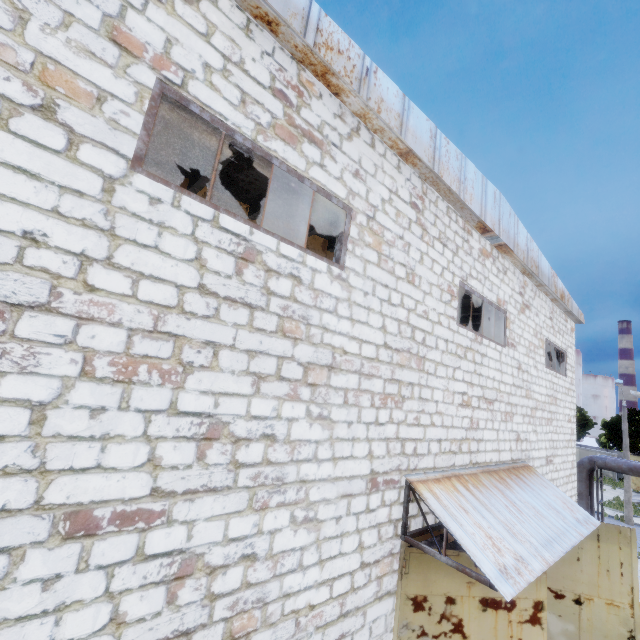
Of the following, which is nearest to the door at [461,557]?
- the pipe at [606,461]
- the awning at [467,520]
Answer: the awning at [467,520]

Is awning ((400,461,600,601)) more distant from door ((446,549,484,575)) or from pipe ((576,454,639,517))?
pipe ((576,454,639,517))

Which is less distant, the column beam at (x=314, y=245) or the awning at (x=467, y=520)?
the awning at (x=467, y=520)

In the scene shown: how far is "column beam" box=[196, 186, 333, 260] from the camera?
8.37m

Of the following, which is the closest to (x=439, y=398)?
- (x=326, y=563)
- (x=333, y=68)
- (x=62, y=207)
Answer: (x=326, y=563)

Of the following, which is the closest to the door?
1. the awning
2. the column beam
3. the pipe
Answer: the awning

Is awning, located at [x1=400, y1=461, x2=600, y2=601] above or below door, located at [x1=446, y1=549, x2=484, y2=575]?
above

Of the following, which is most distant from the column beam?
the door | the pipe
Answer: the door
